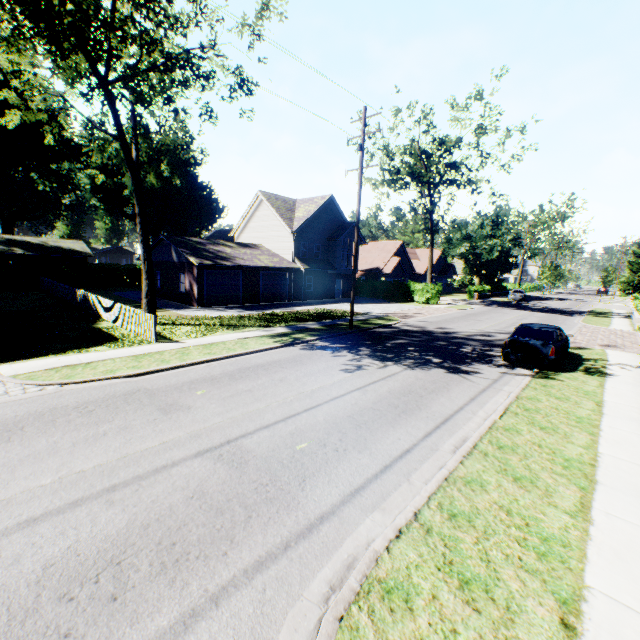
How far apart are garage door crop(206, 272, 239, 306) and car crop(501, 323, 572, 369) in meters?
20.9 m

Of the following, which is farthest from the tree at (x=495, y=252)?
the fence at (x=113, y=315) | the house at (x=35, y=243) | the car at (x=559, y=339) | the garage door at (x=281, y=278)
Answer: the house at (x=35, y=243)

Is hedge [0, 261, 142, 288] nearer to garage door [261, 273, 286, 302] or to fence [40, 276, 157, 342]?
fence [40, 276, 157, 342]

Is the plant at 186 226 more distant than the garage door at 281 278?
Yes

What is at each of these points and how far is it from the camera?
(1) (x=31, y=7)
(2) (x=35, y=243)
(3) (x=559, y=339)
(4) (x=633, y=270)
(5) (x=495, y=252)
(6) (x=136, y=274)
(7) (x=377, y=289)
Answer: (1) tree, 12.44m
(2) house, 42.97m
(3) car, 12.93m
(4) tree, 59.22m
(5) tree, 47.56m
(6) hedge, 42.31m
(7) hedge, 40.25m

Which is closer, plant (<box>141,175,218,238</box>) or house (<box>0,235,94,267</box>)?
house (<box>0,235,94,267</box>)

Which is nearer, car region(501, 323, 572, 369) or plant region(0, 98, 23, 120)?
car region(501, 323, 572, 369)

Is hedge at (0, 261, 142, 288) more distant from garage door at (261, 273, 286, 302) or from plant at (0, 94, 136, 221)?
garage door at (261, 273, 286, 302)
